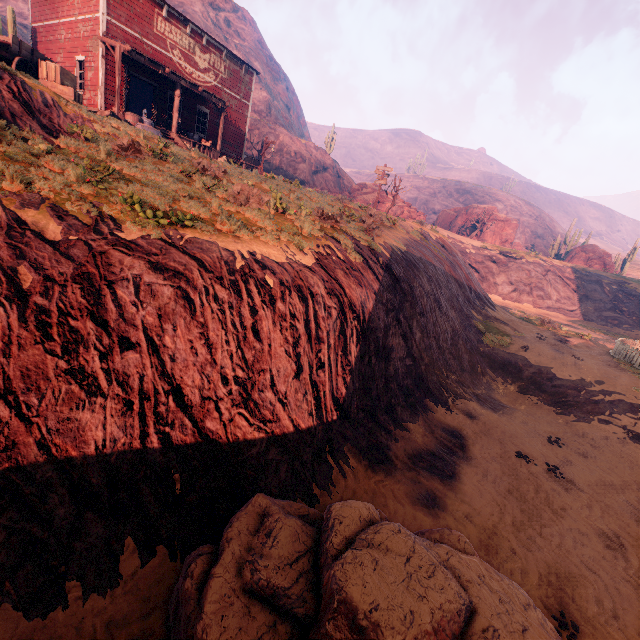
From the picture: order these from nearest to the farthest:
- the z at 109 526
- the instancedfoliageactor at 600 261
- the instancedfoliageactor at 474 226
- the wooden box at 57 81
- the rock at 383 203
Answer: the z at 109 526, the wooden box at 57 81, the rock at 383 203, the instancedfoliageactor at 600 261, the instancedfoliageactor at 474 226

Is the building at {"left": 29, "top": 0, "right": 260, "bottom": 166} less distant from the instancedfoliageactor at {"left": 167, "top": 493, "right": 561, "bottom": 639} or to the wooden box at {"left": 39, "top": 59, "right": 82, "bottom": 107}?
the instancedfoliageactor at {"left": 167, "top": 493, "right": 561, "bottom": 639}

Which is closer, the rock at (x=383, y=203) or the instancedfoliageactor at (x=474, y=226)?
the rock at (x=383, y=203)

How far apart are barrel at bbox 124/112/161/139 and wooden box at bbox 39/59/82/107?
1.73m

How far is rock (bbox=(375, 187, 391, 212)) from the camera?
36.4m

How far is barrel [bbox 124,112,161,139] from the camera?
13.50m

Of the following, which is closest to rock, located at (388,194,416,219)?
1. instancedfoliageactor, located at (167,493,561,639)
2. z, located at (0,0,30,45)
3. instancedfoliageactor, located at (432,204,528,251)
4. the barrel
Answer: z, located at (0,0,30,45)

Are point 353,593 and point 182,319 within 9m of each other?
yes
